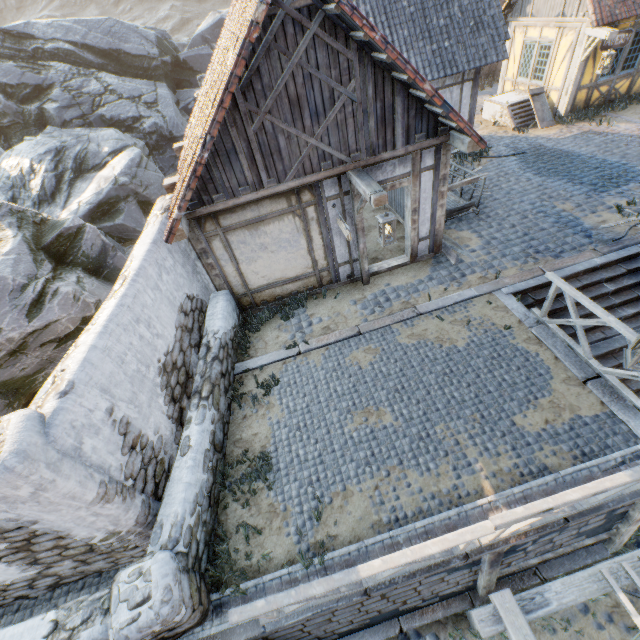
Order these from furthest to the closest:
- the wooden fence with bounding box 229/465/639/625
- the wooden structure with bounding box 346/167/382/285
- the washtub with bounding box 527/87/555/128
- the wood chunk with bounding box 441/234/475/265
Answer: the washtub with bounding box 527/87/555/128
the wood chunk with bounding box 441/234/475/265
the wooden structure with bounding box 346/167/382/285
the wooden fence with bounding box 229/465/639/625

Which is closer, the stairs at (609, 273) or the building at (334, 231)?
the building at (334, 231)

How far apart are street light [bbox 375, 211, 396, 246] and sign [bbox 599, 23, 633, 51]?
12.5 meters

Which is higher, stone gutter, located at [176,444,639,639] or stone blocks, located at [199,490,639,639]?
stone gutter, located at [176,444,639,639]

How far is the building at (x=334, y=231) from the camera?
6.66m

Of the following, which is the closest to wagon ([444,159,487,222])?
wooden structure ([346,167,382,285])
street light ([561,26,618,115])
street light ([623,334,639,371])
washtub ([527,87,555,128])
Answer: wooden structure ([346,167,382,285])

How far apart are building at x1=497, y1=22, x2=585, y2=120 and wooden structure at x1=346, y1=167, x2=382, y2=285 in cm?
1184

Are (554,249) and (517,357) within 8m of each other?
yes
